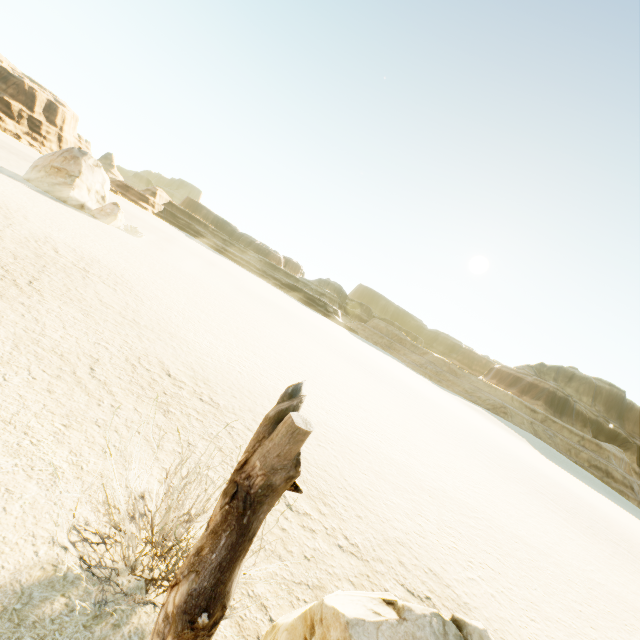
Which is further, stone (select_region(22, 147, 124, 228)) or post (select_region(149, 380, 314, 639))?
stone (select_region(22, 147, 124, 228))

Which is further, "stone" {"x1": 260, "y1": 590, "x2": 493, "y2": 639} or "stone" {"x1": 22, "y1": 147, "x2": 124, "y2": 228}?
"stone" {"x1": 22, "y1": 147, "x2": 124, "y2": 228}

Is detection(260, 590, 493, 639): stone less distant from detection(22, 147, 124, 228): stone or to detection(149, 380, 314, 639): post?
detection(149, 380, 314, 639): post

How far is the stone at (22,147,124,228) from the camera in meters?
22.1 m

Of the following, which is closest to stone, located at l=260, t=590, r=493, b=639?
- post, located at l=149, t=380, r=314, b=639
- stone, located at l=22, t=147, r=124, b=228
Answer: post, located at l=149, t=380, r=314, b=639

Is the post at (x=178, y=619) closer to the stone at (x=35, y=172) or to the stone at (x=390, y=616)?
the stone at (x=390, y=616)

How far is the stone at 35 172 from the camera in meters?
22.1

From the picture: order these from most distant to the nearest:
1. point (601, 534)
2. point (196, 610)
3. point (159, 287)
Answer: point (601, 534) < point (159, 287) < point (196, 610)
